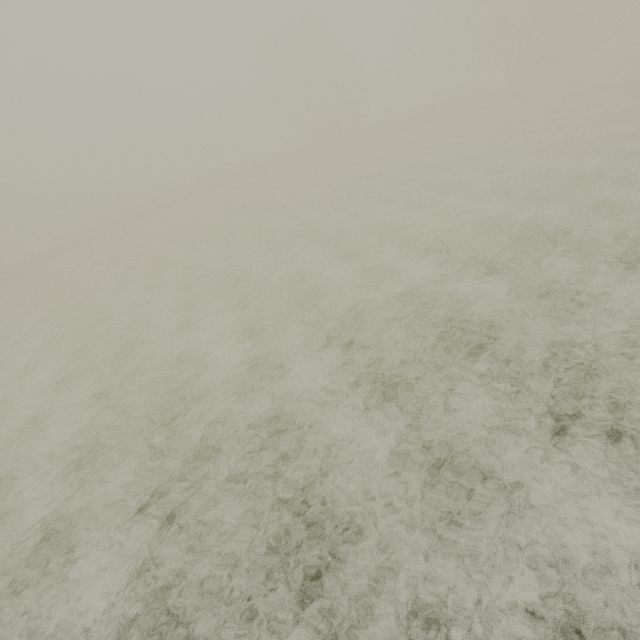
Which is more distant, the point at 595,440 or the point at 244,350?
the point at 244,350
